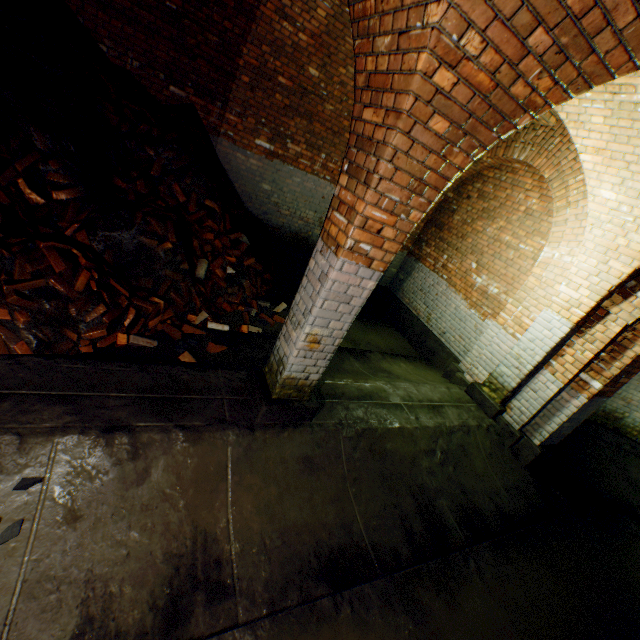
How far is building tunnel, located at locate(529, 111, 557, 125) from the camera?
5.07m

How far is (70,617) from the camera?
1.9 meters

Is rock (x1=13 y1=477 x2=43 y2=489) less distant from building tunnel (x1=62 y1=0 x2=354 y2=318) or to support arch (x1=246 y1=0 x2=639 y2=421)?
building tunnel (x1=62 y1=0 x2=354 y2=318)

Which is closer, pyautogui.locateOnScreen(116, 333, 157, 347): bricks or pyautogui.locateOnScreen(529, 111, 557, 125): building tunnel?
pyautogui.locateOnScreen(116, 333, 157, 347): bricks

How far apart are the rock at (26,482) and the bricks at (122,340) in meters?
1.8 m

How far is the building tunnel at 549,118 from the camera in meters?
5.1 m

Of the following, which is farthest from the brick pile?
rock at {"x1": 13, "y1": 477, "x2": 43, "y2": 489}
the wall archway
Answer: the wall archway

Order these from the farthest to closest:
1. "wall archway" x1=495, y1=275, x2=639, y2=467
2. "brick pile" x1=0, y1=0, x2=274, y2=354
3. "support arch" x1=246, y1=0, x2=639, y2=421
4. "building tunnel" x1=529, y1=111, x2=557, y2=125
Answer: "building tunnel" x1=529, y1=111, x2=557, y2=125 < "wall archway" x1=495, y1=275, x2=639, y2=467 < "brick pile" x1=0, y1=0, x2=274, y2=354 < "support arch" x1=246, y1=0, x2=639, y2=421
